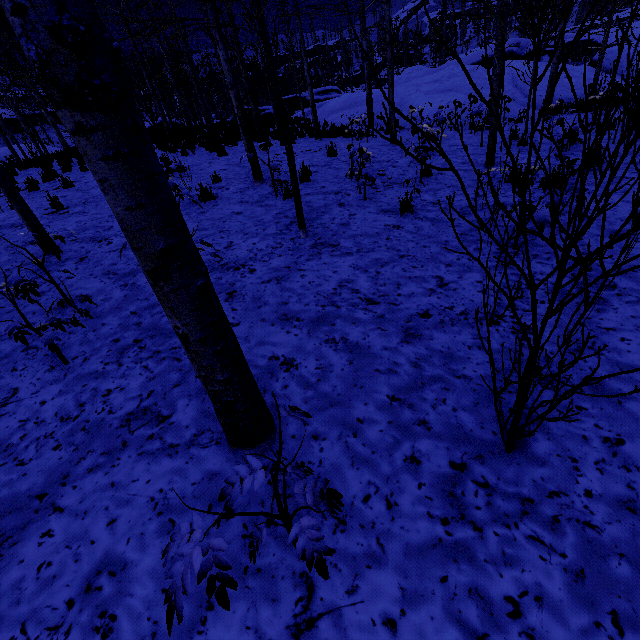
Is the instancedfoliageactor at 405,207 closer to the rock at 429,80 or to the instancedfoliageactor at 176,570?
the instancedfoliageactor at 176,570

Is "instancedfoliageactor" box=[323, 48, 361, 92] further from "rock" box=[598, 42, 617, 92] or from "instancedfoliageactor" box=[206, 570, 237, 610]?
"instancedfoliageactor" box=[206, 570, 237, 610]

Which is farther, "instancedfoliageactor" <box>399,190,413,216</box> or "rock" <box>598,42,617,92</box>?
"rock" <box>598,42,617,92</box>

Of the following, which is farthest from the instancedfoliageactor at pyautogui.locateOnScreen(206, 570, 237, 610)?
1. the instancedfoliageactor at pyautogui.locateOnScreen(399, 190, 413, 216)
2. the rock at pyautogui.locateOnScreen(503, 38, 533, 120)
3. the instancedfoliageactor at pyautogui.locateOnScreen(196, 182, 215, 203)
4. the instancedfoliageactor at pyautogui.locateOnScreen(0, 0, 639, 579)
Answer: the instancedfoliageactor at pyautogui.locateOnScreen(0, 0, 639, 579)

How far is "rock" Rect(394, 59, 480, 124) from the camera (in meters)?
16.09

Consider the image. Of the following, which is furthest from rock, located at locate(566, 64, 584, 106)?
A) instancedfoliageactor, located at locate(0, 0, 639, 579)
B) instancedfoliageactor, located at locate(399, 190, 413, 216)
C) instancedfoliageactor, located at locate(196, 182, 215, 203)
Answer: instancedfoliageactor, located at locate(0, 0, 639, 579)

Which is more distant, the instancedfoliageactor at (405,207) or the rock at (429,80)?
the rock at (429,80)

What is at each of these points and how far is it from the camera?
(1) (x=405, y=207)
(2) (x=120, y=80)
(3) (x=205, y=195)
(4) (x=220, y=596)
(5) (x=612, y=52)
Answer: (1) instancedfoliageactor, 5.0m
(2) instancedfoliageactor, 1.1m
(3) instancedfoliageactor, 6.7m
(4) instancedfoliageactor, 1.1m
(5) rock, 19.5m
